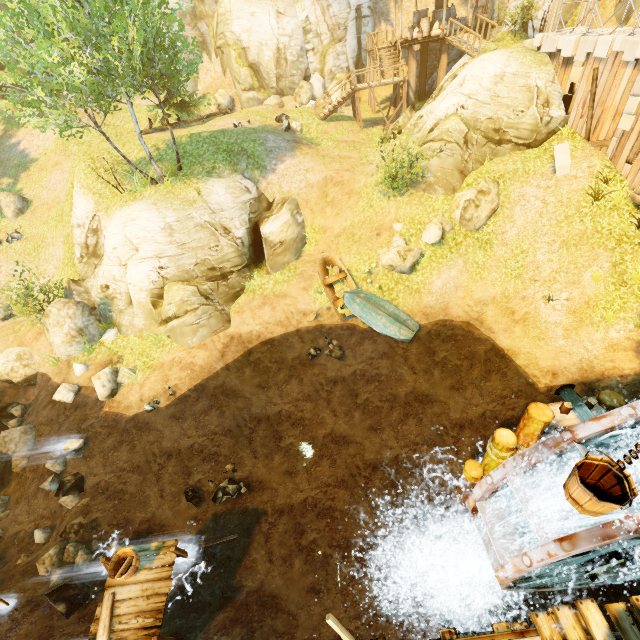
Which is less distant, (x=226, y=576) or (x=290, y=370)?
(x=226, y=576)

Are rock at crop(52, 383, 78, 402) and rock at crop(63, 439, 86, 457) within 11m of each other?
yes

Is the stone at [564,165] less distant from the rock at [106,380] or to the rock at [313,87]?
the rock at [313,87]

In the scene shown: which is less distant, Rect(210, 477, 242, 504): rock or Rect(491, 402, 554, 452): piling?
Rect(491, 402, 554, 452): piling

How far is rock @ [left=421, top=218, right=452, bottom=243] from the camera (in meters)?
14.51

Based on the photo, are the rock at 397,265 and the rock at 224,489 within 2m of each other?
no

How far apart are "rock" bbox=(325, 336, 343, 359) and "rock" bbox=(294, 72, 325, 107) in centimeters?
2116cm

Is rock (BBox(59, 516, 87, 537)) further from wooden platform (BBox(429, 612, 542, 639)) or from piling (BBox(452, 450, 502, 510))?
piling (BBox(452, 450, 502, 510))
